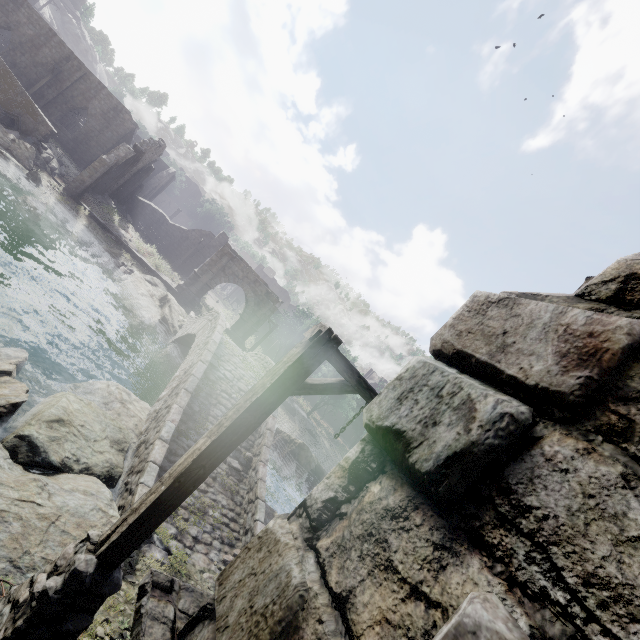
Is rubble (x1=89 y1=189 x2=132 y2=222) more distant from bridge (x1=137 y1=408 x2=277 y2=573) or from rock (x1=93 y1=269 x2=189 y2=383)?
rock (x1=93 y1=269 x2=189 y2=383)

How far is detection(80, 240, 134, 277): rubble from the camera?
20.5 meters

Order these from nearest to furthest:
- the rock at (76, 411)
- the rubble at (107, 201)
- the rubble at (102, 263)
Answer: the rock at (76, 411) < the rubble at (102, 263) < the rubble at (107, 201)

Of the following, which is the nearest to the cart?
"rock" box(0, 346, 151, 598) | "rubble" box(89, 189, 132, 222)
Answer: "rubble" box(89, 189, 132, 222)

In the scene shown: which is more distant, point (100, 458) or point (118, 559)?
point (100, 458)

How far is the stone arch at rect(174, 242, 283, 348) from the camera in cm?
2819

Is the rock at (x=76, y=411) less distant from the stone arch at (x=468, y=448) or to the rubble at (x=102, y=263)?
the stone arch at (x=468, y=448)

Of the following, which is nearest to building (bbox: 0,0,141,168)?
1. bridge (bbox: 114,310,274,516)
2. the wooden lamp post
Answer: the wooden lamp post
